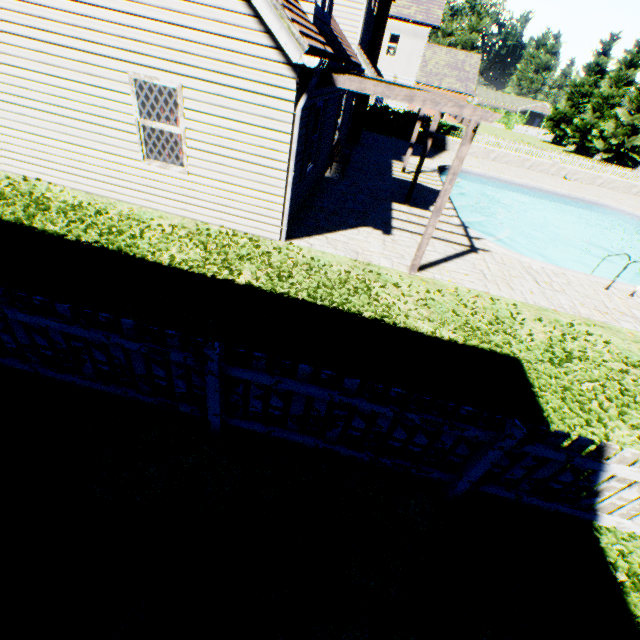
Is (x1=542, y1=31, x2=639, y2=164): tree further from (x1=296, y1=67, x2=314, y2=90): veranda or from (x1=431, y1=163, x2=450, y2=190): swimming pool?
(x1=296, y1=67, x2=314, y2=90): veranda

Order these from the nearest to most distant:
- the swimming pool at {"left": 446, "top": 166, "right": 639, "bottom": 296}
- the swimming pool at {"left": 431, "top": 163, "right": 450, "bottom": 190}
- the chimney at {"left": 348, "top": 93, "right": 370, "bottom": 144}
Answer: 1. the swimming pool at {"left": 446, "top": 166, "right": 639, "bottom": 296}
2. the swimming pool at {"left": 431, "top": 163, "right": 450, "bottom": 190}
3. the chimney at {"left": 348, "top": 93, "right": 370, "bottom": 144}

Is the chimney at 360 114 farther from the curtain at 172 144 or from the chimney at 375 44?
the curtain at 172 144

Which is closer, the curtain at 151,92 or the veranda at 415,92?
the veranda at 415,92

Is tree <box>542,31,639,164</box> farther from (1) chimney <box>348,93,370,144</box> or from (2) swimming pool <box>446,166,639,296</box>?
(1) chimney <box>348,93,370,144</box>

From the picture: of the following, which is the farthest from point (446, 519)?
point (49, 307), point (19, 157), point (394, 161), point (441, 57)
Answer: point (441, 57)

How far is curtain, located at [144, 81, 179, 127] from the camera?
6.2m

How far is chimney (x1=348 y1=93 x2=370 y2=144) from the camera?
17.03m
